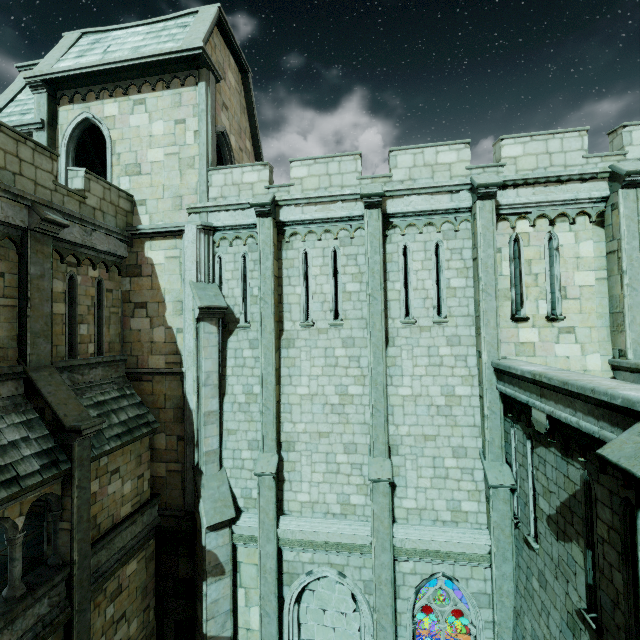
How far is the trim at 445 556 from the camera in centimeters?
880cm

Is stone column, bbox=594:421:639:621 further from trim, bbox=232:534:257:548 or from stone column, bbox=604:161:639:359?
trim, bbox=232:534:257:548

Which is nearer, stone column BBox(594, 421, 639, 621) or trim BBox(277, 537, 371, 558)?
stone column BBox(594, 421, 639, 621)

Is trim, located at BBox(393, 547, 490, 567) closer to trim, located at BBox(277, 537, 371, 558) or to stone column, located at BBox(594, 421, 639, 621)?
trim, located at BBox(277, 537, 371, 558)

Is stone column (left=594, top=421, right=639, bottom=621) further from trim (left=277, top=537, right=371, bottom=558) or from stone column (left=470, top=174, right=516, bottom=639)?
trim (left=277, top=537, right=371, bottom=558)

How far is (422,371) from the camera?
9.8 meters

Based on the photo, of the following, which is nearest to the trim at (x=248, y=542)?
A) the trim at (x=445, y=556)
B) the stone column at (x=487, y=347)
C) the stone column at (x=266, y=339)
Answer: the stone column at (x=266, y=339)

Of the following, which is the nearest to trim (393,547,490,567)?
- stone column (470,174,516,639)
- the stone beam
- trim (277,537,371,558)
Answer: stone column (470,174,516,639)
